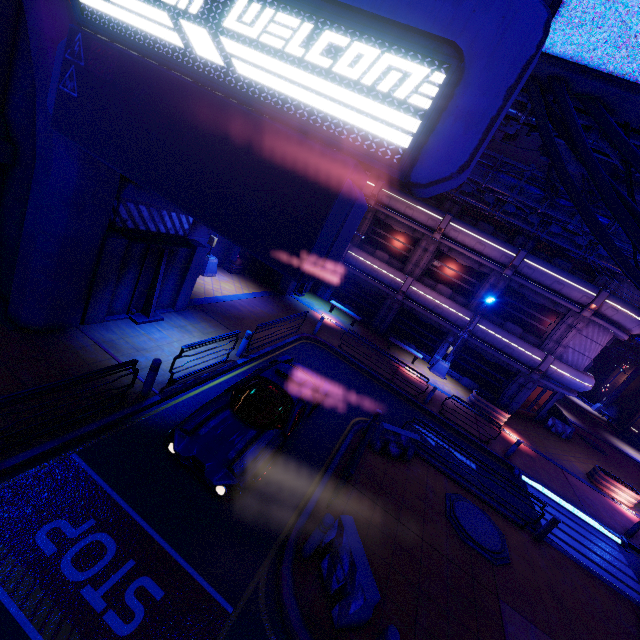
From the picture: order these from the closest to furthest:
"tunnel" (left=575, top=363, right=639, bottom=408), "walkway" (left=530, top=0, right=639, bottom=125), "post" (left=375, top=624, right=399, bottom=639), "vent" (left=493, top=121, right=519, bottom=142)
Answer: "walkway" (left=530, top=0, right=639, bottom=125)
"post" (left=375, top=624, right=399, bottom=639)
"vent" (left=493, top=121, right=519, bottom=142)
"tunnel" (left=575, top=363, right=639, bottom=408)

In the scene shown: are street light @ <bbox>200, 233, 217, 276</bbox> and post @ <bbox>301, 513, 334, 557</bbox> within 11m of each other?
no

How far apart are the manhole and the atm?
15.7 meters

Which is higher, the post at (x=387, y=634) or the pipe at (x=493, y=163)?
the pipe at (x=493, y=163)

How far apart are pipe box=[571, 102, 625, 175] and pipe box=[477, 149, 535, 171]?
7.1m

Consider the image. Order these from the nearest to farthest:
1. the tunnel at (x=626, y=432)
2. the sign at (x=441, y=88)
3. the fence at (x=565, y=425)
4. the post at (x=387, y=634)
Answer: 1. the sign at (x=441, y=88)
2. the post at (x=387, y=634)
3. the fence at (x=565, y=425)
4. the tunnel at (x=626, y=432)

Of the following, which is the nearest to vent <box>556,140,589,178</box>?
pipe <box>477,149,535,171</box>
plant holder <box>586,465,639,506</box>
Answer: pipe <box>477,149,535,171</box>

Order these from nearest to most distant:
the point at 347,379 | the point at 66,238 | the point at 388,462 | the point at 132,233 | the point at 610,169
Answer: the point at 66,238 < the point at 132,233 < the point at 388,462 < the point at 610,169 < the point at 347,379
